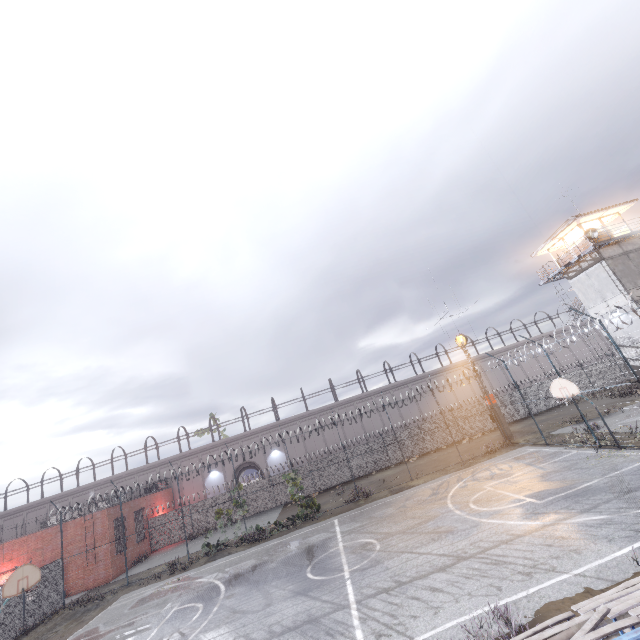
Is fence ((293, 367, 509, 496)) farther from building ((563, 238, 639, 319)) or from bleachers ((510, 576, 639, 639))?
bleachers ((510, 576, 639, 639))

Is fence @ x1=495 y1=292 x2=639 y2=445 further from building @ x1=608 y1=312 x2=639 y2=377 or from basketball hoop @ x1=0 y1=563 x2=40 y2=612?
building @ x1=608 y1=312 x2=639 y2=377

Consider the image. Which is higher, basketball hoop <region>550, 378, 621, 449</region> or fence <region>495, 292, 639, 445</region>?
basketball hoop <region>550, 378, 621, 449</region>

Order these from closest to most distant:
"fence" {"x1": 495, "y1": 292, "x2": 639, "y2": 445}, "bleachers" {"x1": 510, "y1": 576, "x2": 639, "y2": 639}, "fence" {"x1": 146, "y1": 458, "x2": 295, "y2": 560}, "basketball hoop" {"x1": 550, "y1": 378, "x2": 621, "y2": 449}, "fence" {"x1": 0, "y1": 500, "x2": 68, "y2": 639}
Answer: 1. "bleachers" {"x1": 510, "y1": 576, "x2": 639, "y2": 639}
2. "fence" {"x1": 495, "y1": 292, "x2": 639, "y2": 445}
3. "basketball hoop" {"x1": 550, "y1": 378, "x2": 621, "y2": 449}
4. "fence" {"x1": 0, "y1": 500, "x2": 68, "y2": 639}
5. "fence" {"x1": 146, "y1": 458, "x2": 295, "y2": 560}

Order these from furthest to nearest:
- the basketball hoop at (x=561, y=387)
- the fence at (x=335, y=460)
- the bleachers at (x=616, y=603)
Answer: the fence at (x=335, y=460) < the basketball hoop at (x=561, y=387) < the bleachers at (x=616, y=603)

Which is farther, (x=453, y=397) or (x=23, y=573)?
(x=453, y=397)

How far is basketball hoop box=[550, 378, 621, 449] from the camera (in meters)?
14.95

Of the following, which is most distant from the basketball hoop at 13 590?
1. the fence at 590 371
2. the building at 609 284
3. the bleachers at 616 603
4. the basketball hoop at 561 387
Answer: the building at 609 284
